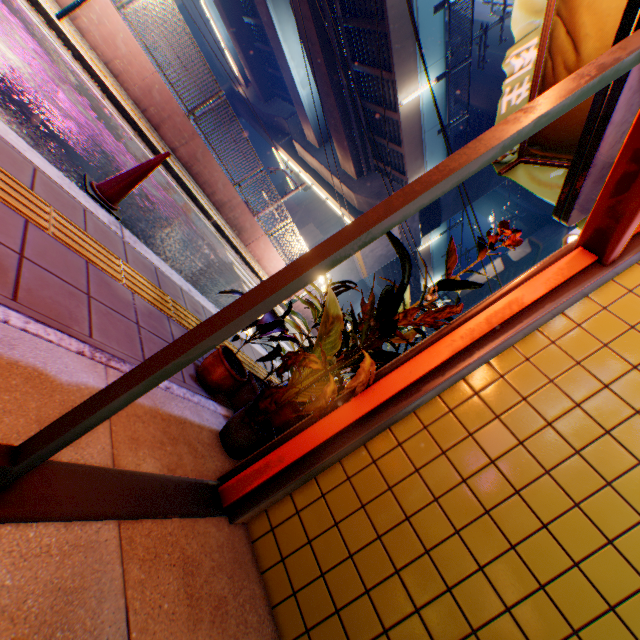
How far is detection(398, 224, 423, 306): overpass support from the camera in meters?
20.0 m

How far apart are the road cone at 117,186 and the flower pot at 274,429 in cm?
224

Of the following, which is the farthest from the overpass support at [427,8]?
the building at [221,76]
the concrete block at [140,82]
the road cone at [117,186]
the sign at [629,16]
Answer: the sign at [629,16]

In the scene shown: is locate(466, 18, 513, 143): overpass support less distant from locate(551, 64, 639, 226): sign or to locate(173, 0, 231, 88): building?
locate(173, 0, 231, 88): building

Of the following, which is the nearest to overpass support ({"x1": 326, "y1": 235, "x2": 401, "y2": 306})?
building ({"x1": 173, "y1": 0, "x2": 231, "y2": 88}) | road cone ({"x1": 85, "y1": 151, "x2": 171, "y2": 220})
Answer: building ({"x1": 173, "y1": 0, "x2": 231, "y2": 88})

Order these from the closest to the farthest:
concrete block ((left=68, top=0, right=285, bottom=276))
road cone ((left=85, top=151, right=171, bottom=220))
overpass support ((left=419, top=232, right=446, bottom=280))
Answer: road cone ((left=85, top=151, right=171, bottom=220))
concrete block ((left=68, top=0, right=285, bottom=276))
overpass support ((left=419, top=232, right=446, bottom=280))

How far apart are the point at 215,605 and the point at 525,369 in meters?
1.8 m

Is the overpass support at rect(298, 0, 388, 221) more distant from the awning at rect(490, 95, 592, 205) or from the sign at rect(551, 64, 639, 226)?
the sign at rect(551, 64, 639, 226)
